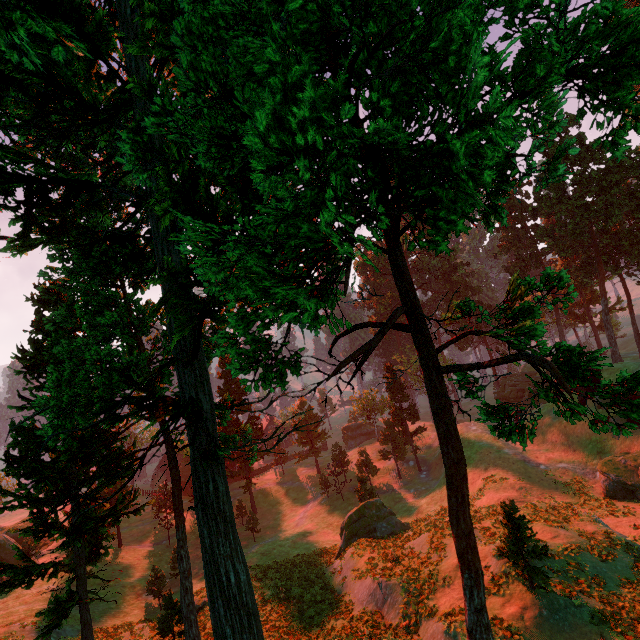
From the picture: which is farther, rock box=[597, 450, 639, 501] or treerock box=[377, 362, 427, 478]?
treerock box=[377, 362, 427, 478]

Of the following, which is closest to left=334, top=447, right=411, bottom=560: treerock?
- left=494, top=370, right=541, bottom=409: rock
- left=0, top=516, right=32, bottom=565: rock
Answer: left=494, top=370, right=541, bottom=409: rock

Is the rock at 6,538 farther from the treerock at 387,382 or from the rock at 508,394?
the rock at 508,394

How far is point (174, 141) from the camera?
9.3m

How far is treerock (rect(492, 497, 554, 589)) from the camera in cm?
1315

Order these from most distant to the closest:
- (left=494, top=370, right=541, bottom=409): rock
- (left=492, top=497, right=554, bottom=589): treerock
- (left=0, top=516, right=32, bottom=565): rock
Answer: (left=494, top=370, right=541, bottom=409): rock < (left=0, top=516, right=32, bottom=565): rock < (left=492, top=497, right=554, bottom=589): treerock

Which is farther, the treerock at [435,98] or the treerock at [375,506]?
the treerock at [375,506]

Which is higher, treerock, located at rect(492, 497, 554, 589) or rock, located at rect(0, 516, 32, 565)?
treerock, located at rect(492, 497, 554, 589)
